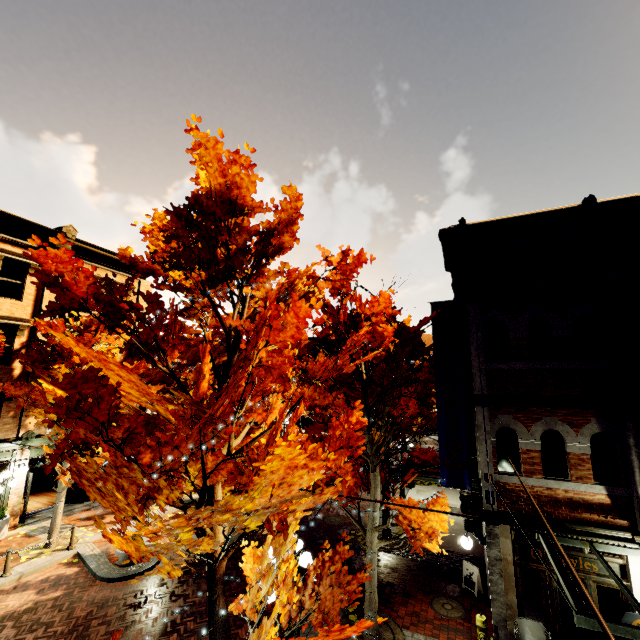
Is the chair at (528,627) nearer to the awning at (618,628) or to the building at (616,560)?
the building at (616,560)

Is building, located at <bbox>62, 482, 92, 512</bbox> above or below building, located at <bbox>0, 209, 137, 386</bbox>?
below

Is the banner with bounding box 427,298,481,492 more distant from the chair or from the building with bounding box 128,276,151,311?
the chair

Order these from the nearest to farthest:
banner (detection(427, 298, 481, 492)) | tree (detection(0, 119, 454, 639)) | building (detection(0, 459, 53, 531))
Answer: tree (detection(0, 119, 454, 639)) → banner (detection(427, 298, 481, 492)) → building (detection(0, 459, 53, 531))

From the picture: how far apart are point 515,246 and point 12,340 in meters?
23.8 m

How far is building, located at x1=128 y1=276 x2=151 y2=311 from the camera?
20.3 meters

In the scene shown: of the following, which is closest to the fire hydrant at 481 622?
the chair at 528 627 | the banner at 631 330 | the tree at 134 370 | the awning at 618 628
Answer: the chair at 528 627
